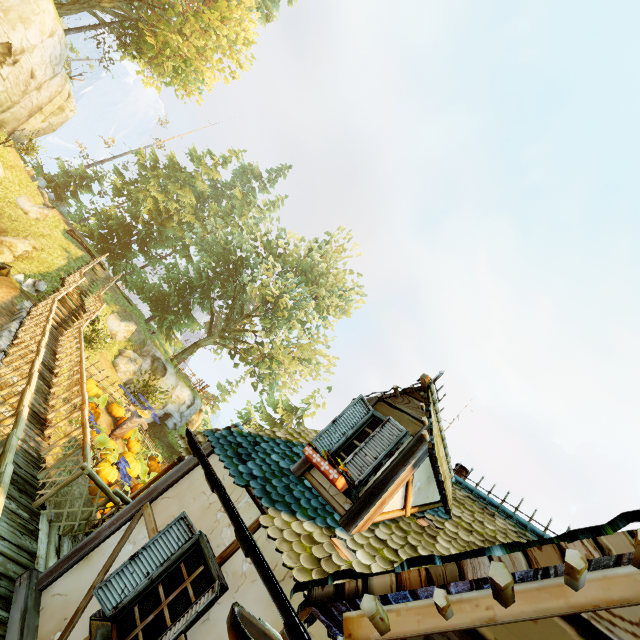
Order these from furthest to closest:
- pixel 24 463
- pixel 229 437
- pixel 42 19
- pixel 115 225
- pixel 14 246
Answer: pixel 115 225 → pixel 14 246 → pixel 42 19 → pixel 24 463 → pixel 229 437

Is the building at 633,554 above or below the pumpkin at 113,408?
above

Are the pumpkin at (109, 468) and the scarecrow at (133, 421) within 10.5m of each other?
yes

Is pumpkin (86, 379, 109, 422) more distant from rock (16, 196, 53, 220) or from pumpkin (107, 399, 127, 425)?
rock (16, 196, 53, 220)

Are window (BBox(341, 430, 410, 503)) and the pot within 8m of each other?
yes

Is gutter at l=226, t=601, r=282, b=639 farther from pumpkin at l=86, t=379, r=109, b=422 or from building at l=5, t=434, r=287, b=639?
pumpkin at l=86, t=379, r=109, b=422

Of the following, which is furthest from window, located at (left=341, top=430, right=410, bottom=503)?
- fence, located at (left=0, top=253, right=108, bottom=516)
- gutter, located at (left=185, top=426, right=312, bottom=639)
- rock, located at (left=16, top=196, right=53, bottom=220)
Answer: rock, located at (left=16, top=196, right=53, bottom=220)

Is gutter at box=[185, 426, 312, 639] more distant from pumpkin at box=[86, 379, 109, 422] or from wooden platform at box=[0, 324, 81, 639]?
pumpkin at box=[86, 379, 109, 422]
